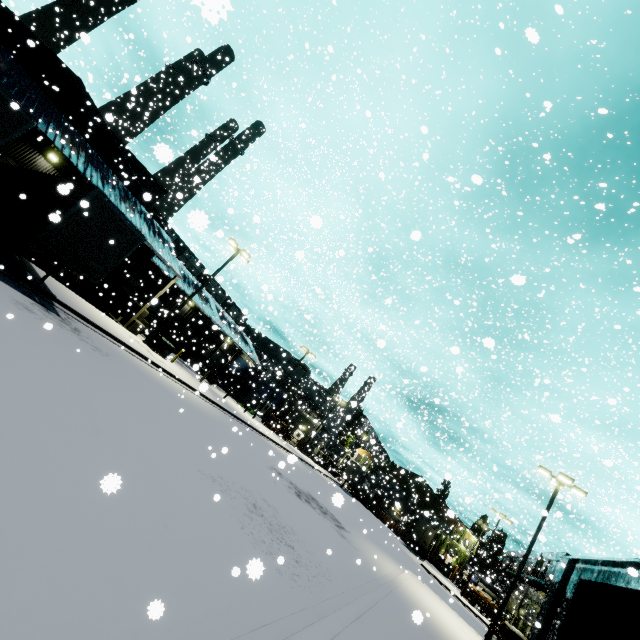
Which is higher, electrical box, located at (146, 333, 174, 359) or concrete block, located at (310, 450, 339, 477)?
concrete block, located at (310, 450, 339, 477)

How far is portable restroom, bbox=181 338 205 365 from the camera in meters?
37.7 m

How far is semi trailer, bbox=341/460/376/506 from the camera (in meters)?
48.28

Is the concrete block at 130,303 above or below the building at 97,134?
→ below

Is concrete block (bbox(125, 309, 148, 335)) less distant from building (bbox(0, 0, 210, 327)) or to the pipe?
building (bbox(0, 0, 210, 327))

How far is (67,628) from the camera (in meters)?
2.91

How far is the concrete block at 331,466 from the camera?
46.2 meters

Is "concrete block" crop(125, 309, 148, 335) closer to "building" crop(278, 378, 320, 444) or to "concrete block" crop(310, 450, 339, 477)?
"building" crop(278, 378, 320, 444)
